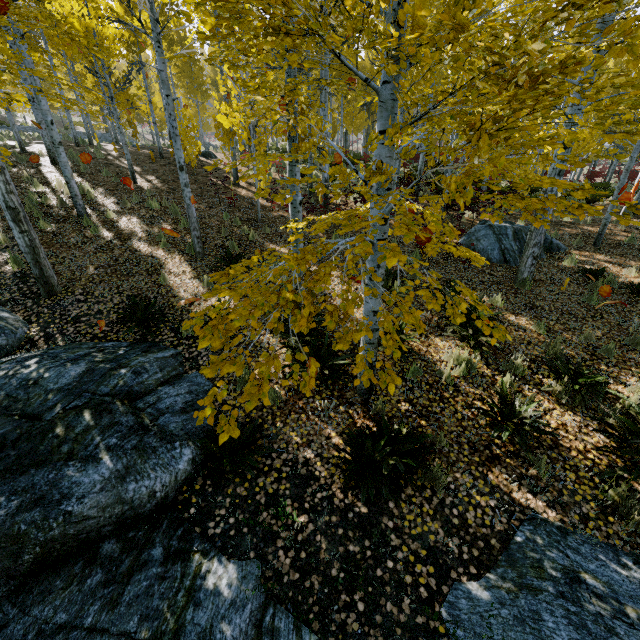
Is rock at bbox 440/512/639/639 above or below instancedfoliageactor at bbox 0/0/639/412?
below

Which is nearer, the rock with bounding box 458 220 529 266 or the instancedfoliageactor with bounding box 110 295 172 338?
the instancedfoliageactor with bounding box 110 295 172 338

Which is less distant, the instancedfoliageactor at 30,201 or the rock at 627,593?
the rock at 627,593

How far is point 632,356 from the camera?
5.84m

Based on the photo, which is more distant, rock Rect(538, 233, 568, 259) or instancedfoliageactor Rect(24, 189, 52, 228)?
rock Rect(538, 233, 568, 259)

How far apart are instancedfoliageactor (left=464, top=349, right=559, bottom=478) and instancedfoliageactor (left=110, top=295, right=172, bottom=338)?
5.89m

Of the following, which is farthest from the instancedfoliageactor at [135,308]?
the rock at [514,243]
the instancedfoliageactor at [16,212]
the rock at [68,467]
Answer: the rock at [514,243]
